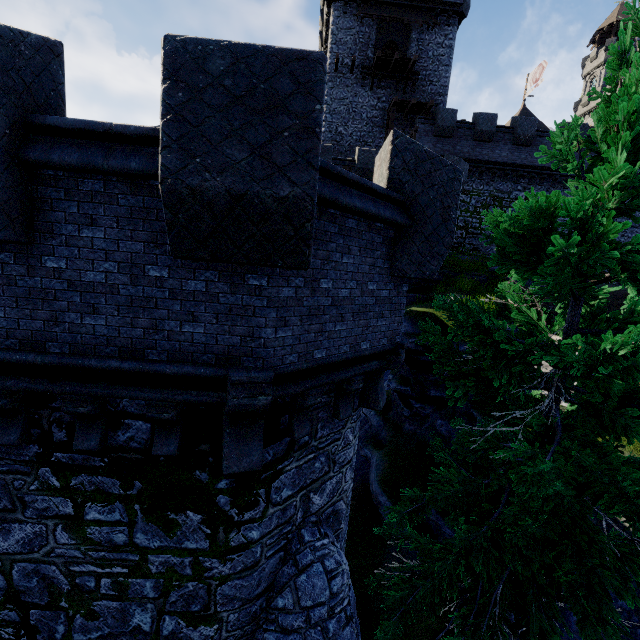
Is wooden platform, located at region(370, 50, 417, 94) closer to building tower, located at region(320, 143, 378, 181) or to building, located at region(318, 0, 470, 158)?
building, located at region(318, 0, 470, 158)

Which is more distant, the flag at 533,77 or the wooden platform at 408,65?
the flag at 533,77

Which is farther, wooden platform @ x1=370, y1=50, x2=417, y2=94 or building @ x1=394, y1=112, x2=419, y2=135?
building @ x1=394, y1=112, x2=419, y2=135

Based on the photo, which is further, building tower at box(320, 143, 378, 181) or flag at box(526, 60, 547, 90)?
flag at box(526, 60, 547, 90)

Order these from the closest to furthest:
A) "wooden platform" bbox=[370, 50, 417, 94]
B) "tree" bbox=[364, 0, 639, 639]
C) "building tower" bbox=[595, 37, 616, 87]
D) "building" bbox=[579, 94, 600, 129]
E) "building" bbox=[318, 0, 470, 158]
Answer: "tree" bbox=[364, 0, 639, 639] < "wooden platform" bbox=[370, 50, 417, 94] < "building" bbox=[318, 0, 470, 158] < "building" bbox=[579, 94, 600, 129] < "building tower" bbox=[595, 37, 616, 87]

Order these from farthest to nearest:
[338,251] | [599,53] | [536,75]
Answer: [599,53]
[536,75]
[338,251]

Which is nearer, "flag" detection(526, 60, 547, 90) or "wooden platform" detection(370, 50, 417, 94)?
"wooden platform" detection(370, 50, 417, 94)

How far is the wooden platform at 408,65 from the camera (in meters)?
23.02
